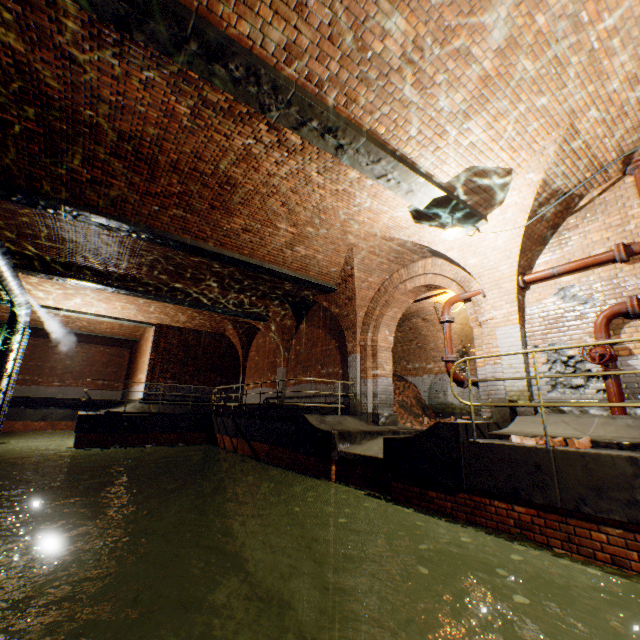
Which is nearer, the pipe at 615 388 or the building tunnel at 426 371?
the pipe at 615 388

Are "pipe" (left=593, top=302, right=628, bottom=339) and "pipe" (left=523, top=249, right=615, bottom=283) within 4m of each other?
yes

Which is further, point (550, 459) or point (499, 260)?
point (499, 260)

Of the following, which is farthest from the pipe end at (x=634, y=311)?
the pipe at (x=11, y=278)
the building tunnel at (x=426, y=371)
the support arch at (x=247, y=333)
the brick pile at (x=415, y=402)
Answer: the pipe at (x=11, y=278)

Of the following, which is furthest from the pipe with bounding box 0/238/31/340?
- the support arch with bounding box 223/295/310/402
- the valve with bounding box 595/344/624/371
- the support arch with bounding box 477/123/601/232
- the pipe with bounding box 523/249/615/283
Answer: the valve with bounding box 595/344/624/371

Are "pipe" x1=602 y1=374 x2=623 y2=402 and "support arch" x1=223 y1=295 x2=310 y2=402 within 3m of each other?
no

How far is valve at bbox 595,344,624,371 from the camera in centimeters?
527cm

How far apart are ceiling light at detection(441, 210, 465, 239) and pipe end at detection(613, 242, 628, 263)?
2.45m
